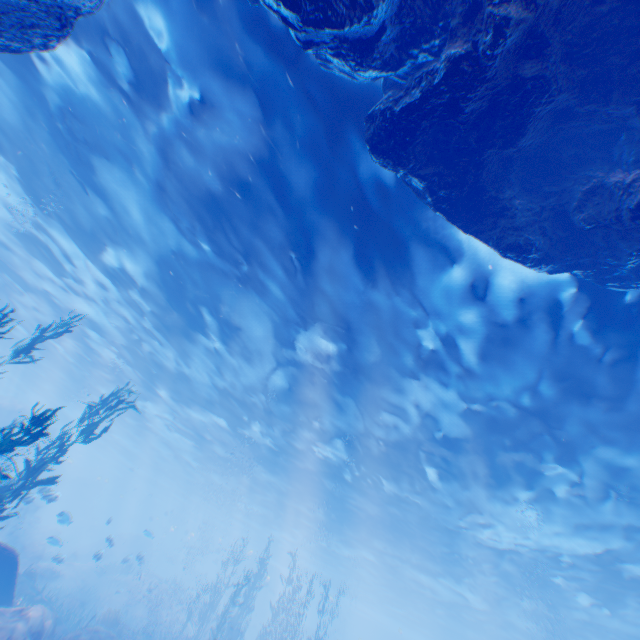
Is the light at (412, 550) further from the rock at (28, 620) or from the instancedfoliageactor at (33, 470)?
the instancedfoliageactor at (33, 470)

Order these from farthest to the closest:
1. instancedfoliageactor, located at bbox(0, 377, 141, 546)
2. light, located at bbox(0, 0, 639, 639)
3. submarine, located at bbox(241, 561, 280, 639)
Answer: submarine, located at bbox(241, 561, 280, 639), light, located at bbox(0, 0, 639, 639), instancedfoliageactor, located at bbox(0, 377, 141, 546)

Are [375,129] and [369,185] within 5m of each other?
yes

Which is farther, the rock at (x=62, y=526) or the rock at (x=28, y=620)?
the rock at (x=62, y=526)

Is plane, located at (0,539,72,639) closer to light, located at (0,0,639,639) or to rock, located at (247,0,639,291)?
rock, located at (247,0,639,291)

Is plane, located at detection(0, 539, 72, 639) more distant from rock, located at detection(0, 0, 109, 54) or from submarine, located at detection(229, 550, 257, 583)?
submarine, located at detection(229, 550, 257, 583)

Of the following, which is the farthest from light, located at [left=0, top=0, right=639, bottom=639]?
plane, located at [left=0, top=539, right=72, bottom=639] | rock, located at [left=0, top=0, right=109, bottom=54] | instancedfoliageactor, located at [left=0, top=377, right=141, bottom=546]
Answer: plane, located at [left=0, top=539, right=72, bottom=639]
